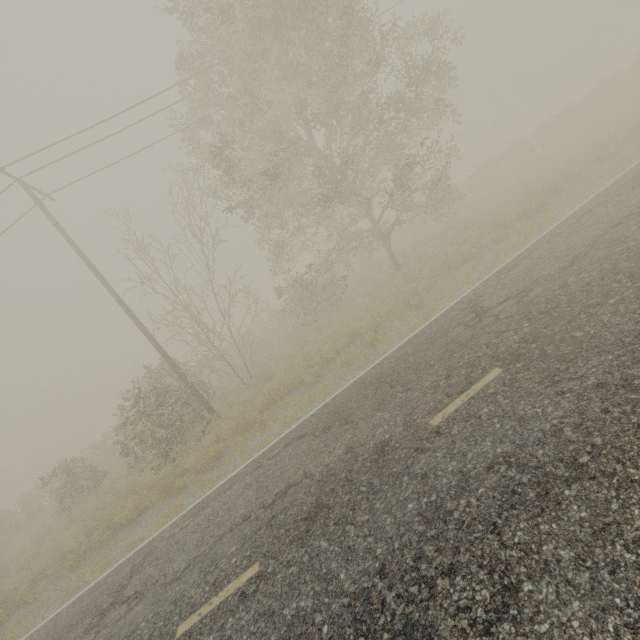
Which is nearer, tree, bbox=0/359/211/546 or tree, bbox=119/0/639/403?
tree, bbox=119/0/639/403

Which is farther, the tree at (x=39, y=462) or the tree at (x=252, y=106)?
the tree at (x=39, y=462)

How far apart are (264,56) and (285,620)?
15.00m
